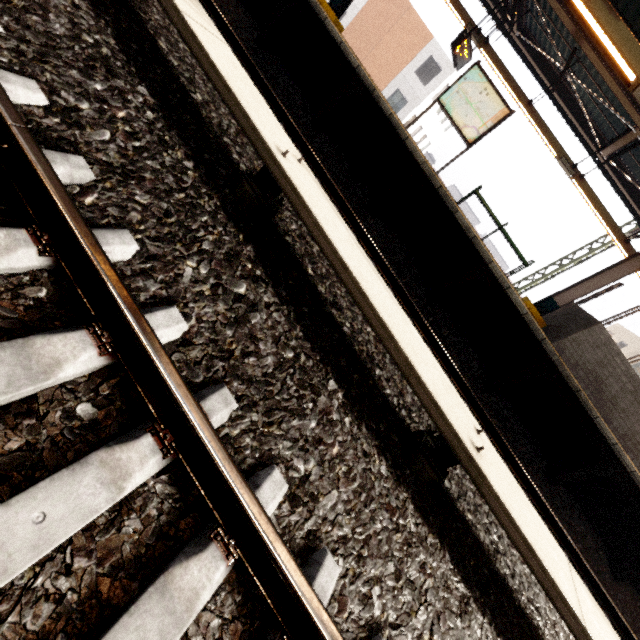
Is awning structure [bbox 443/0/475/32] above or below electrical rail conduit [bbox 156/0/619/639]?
above

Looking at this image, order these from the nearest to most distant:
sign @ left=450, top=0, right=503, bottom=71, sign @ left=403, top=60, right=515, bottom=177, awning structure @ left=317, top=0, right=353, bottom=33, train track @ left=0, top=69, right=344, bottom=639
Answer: train track @ left=0, top=69, right=344, bottom=639 → sign @ left=403, top=60, right=515, bottom=177 → awning structure @ left=317, top=0, right=353, bottom=33 → sign @ left=450, top=0, right=503, bottom=71

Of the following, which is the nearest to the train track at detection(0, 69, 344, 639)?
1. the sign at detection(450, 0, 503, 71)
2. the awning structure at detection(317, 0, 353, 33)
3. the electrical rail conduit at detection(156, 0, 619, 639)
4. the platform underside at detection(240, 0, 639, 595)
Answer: the electrical rail conduit at detection(156, 0, 619, 639)

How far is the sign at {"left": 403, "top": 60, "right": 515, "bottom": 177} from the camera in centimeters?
764cm

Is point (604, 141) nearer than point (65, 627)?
No

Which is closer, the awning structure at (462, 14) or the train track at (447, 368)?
the train track at (447, 368)

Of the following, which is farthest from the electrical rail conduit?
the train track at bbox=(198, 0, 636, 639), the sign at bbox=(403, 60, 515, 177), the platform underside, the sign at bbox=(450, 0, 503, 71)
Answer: the sign at bbox=(450, 0, 503, 71)

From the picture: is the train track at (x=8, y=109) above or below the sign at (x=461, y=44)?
below
